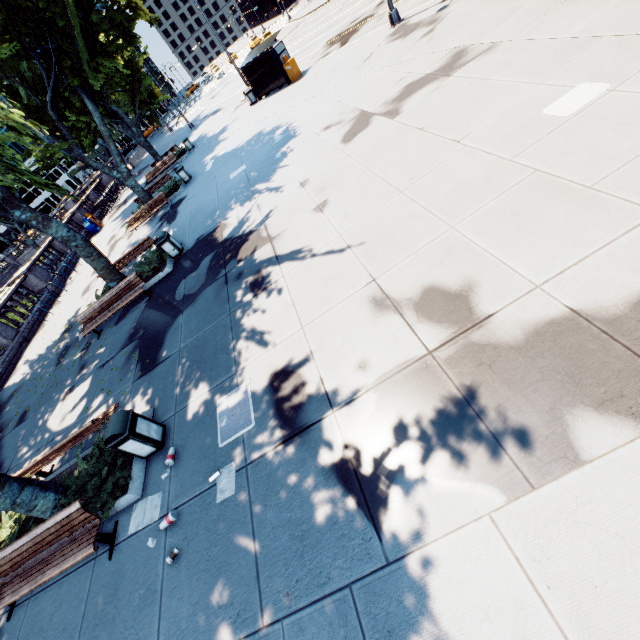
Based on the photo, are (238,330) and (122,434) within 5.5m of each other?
yes

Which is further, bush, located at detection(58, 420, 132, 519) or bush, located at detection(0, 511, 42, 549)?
bush, located at detection(0, 511, 42, 549)

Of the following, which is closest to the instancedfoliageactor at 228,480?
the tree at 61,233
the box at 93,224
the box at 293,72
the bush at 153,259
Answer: the tree at 61,233

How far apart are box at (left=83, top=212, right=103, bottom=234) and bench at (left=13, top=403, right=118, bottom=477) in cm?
2411

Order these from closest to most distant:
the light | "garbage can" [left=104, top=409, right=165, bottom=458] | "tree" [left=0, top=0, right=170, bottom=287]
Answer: "garbage can" [left=104, top=409, right=165, bottom=458], "tree" [left=0, top=0, right=170, bottom=287], the light

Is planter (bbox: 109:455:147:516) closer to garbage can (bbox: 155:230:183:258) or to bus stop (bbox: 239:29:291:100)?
garbage can (bbox: 155:230:183:258)

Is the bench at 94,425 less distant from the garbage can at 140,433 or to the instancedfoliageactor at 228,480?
the garbage can at 140,433

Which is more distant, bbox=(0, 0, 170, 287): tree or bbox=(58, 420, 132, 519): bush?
bbox=(0, 0, 170, 287): tree
